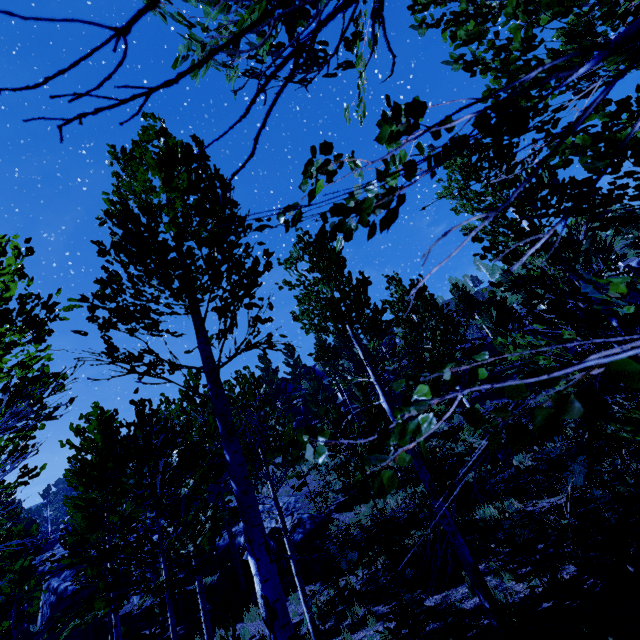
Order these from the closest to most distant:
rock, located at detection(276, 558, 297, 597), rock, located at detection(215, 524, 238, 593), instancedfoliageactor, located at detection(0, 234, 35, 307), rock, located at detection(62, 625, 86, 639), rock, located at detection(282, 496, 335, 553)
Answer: instancedfoliageactor, located at detection(0, 234, 35, 307) → rock, located at detection(276, 558, 297, 597) → rock, located at detection(215, 524, 238, 593) → rock, located at detection(282, 496, 335, 553) → rock, located at detection(62, 625, 86, 639)

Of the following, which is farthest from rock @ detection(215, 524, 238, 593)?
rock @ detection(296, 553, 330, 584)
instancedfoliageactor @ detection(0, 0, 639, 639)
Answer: rock @ detection(296, 553, 330, 584)

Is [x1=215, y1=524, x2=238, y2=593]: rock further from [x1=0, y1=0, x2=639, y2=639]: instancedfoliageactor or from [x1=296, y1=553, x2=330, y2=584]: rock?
[x1=296, y1=553, x2=330, y2=584]: rock

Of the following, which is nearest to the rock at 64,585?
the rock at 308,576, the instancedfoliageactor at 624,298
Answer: the instancedfoliageactor at 624,298

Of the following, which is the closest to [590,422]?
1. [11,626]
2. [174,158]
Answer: [174,158]

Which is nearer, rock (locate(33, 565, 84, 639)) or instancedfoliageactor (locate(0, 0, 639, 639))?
instancedfoliageactor (locate(0, 0, 639, 639))

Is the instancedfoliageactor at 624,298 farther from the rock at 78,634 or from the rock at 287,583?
the rock at 287,583
